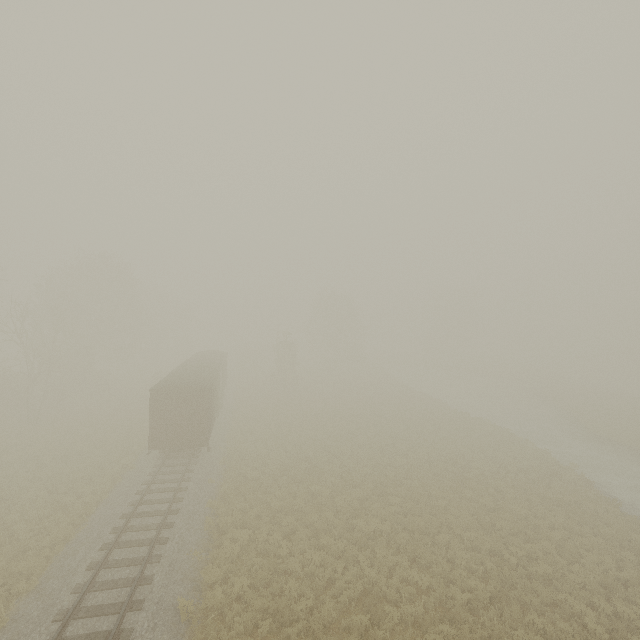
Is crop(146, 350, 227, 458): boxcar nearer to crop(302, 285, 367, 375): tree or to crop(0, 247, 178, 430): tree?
crop(0, 247, 178, 430): tree

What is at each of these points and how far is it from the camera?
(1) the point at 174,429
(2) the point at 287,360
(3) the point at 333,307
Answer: (1) boxcar, 19.56m
(2) tree, 41.19m
(3) tree, 55.38m

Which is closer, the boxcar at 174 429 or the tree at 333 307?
the boxcar at 174 429

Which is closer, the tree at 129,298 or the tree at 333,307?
the tree at 129,298

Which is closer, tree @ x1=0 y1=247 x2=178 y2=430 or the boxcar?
the boxcar

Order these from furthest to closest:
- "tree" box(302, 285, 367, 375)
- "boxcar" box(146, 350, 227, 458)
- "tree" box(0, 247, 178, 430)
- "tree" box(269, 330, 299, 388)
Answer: "tree" box(302, 285, 367, 375), "tree" box(269, 330, 299, 388), "tree" box(0, 247, 178, 430), "boxcar" box(146, 350, 227, 458)

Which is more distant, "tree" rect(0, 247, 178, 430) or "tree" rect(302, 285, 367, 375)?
"tree" rect(302, 285, 367, 375)
